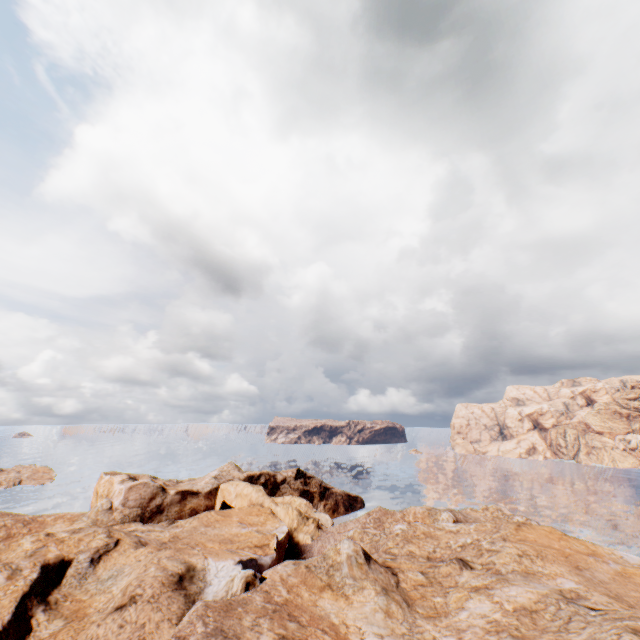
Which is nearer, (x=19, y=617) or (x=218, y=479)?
(x=19, y=617)
